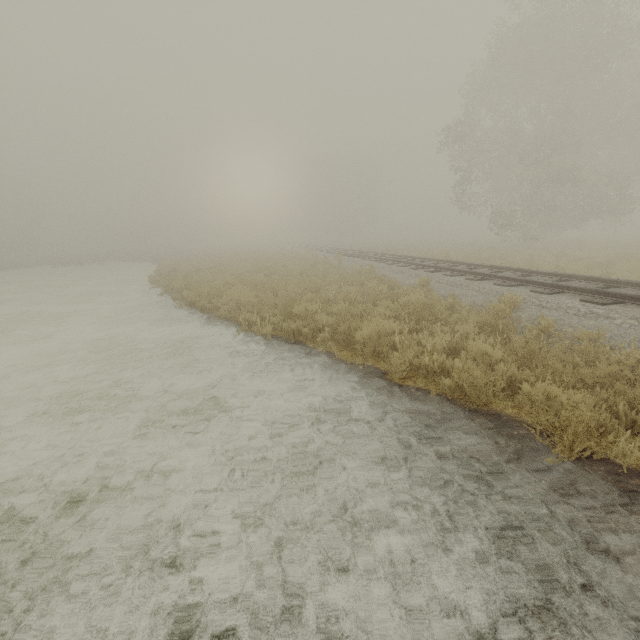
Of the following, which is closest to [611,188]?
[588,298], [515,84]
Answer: [515,84]
